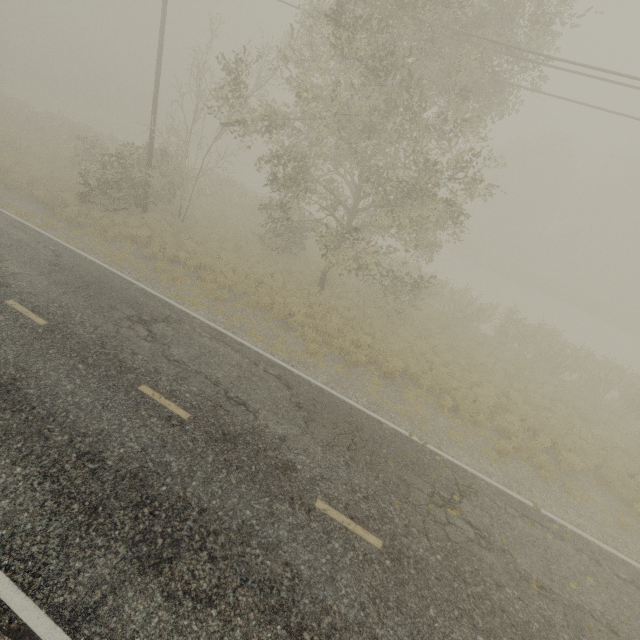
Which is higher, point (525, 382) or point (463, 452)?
point (525, 382)
